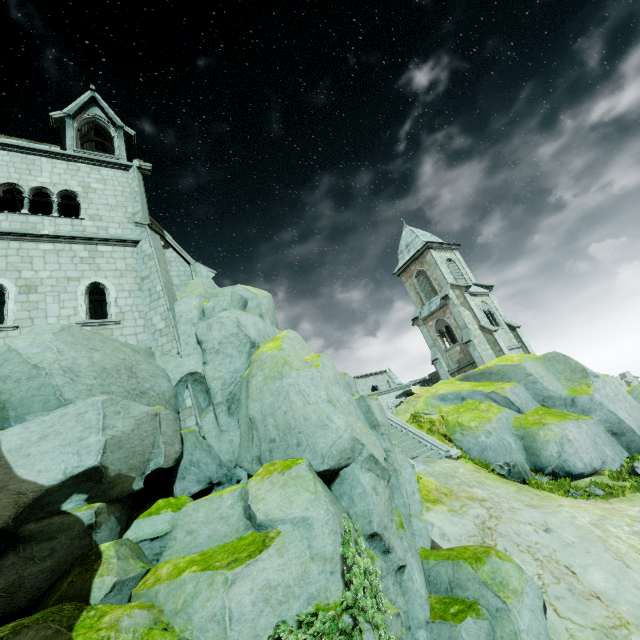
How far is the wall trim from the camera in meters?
22.6 m

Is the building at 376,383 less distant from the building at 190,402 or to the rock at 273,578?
the rock at 273,578

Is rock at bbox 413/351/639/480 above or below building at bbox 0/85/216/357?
below

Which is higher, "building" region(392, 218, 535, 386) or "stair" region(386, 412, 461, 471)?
"building" region(392, 218, 535, 386)

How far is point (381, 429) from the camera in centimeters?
1034cm

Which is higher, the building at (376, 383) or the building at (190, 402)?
the building at (376, 383)

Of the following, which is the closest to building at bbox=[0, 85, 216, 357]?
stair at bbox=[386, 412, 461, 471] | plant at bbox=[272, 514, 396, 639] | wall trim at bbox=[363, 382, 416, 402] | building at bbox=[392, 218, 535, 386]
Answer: stair at bbox=[386, 412, 461, 471]

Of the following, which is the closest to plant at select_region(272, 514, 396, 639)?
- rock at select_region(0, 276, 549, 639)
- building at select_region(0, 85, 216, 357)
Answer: rock at select_region(0, 276, 549, 639)
